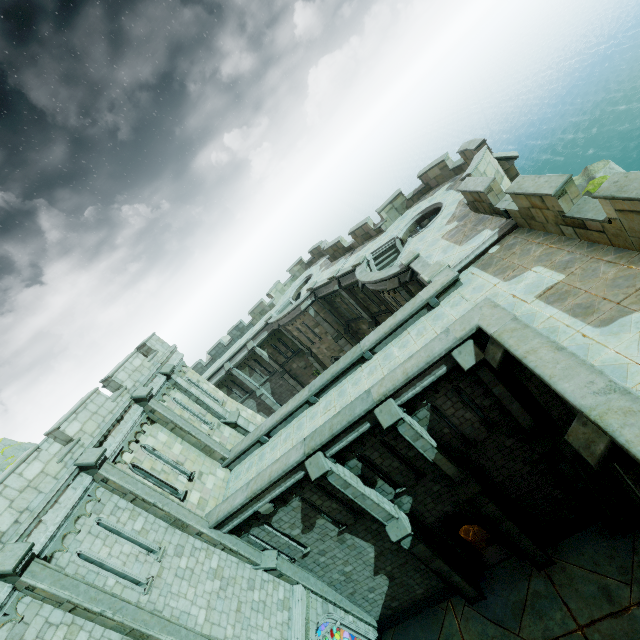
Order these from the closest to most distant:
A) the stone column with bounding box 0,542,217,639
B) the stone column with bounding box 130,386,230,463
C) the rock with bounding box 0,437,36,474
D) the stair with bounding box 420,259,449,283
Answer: the stone column with bounding box 0,542,217,639
the stair with bounding box 420,259,449,283
the stone column with bounding box 130,386,230,463
the rock with bounding box 0,437,36,474

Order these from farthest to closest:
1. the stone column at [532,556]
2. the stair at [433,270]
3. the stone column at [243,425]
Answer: the stone column at [243,425] < the stair at [433,270] < the stone column at [532,556]

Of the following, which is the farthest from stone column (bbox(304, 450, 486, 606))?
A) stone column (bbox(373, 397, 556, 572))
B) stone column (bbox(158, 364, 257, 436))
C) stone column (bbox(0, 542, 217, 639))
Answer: stone column (bbox(158, 364, 257, 436))

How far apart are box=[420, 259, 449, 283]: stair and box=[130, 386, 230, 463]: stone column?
12.31m

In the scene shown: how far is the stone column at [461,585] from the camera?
11.4 meters

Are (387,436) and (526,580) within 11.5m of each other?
yes

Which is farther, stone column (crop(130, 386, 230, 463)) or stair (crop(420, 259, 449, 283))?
stone column (crop(130, 386, 230, 463))

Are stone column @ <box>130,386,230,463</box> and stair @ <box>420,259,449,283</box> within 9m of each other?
no
